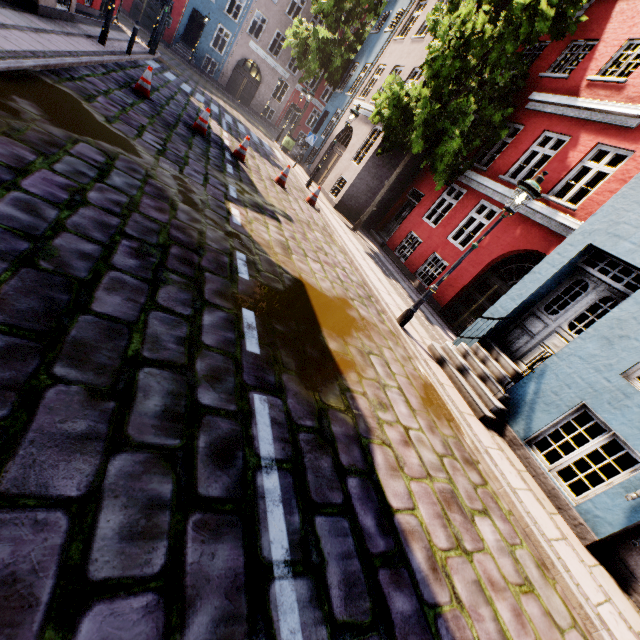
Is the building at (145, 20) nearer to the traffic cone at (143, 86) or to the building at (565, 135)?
the traffic cone at (143, 86)

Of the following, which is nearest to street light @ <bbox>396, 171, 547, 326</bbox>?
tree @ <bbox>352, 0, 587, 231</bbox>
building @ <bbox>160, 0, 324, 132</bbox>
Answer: building @ <bbox>160, 0, 324, 132</bbox>

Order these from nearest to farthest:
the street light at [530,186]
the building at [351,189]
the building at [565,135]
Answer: the building at [565,135], the street light at [530,186], the building at [351,189]

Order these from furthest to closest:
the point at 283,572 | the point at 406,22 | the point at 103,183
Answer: the point at 406,22 → the point at 103,183 → the point at 283,572

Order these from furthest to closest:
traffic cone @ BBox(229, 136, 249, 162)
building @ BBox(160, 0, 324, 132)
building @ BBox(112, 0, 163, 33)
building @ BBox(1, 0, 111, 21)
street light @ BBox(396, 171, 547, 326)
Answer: building @ BBox(160, 0, 324, 132) < building @ BBox(112, 0, 163, 33) < traffic cone @ BBox(229, 136, 249, 162) < building @ BBox(1, 0, 111, 21) < street light @ BBox(396, 171, 547, 326)

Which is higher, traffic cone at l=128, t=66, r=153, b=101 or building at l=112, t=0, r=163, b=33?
building at l=112, t=0, r=163, b=33

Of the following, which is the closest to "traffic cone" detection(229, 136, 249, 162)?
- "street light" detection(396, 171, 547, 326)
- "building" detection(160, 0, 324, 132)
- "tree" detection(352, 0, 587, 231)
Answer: "tree" detection(352, 0, 587, 231)

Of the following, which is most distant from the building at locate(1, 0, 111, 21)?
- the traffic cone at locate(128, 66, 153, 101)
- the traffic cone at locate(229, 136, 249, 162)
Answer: the traffic cone at locate(229, 136, 249, 162)
